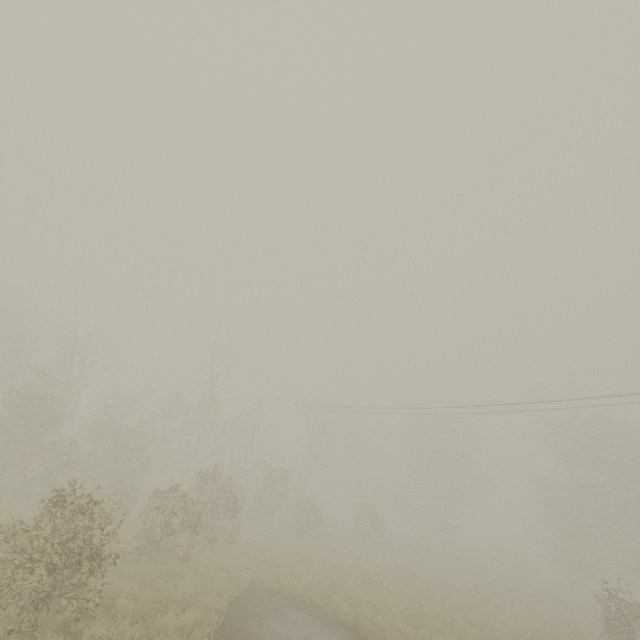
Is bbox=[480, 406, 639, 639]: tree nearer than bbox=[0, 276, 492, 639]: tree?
No

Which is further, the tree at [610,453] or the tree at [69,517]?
the tree at [610,453]

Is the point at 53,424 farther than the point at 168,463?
No
